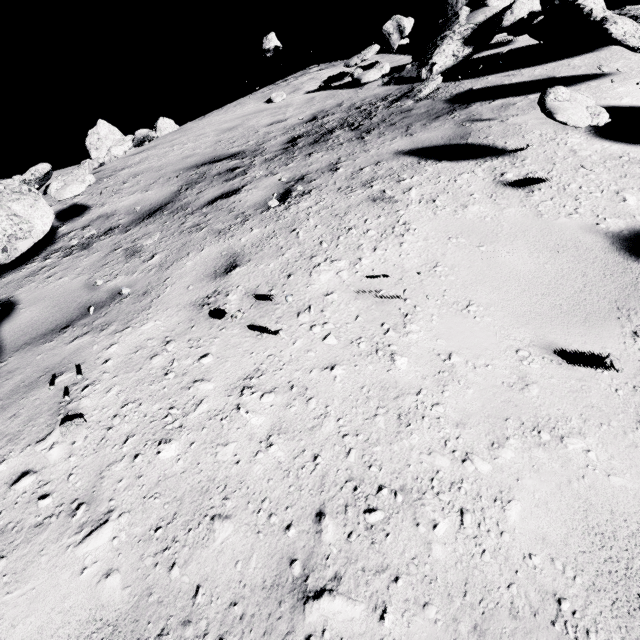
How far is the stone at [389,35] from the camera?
7.2 meters

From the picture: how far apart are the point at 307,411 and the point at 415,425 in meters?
0.5

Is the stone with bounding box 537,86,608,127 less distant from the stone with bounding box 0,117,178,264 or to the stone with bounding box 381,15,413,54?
the stone with bounding box 381,15,413,54

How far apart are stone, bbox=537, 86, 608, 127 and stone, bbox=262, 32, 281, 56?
11.2m

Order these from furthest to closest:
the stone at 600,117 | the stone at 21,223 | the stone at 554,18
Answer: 1. the stone at 554,18
2. the stone at 21,223
3. the stone at 600,117

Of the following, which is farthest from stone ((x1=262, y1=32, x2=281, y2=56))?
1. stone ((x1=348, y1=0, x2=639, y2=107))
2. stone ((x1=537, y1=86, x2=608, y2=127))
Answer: stone ((x1=537, y1=86, x2=608, y2=127))

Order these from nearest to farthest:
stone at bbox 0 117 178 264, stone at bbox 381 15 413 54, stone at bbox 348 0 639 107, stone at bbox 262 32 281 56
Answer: stone at bbox 0 117 178 264, stone at bbox 348 0 639 107, stone at bbox 381 15 413 54, stone at bbox 262 32 281 56

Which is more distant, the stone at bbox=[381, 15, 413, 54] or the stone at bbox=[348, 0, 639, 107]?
the stone at bbox=[381, 15, 413, 54]
